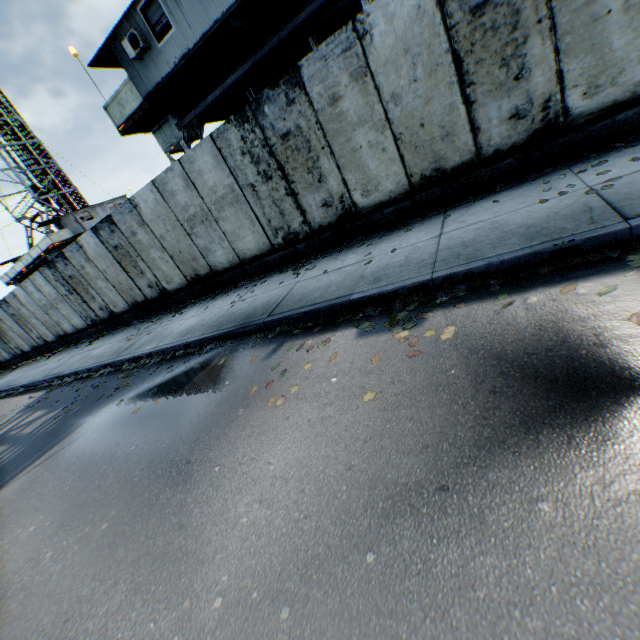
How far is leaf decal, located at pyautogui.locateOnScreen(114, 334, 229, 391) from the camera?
6.3m

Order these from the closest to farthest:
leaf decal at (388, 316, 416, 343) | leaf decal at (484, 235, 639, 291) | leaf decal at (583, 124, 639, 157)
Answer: leaf decal at (484, 235, 639, 291) → leaf decal at (388, 316, 416, 343) → leaf decal at (583, 124, 639, 157)

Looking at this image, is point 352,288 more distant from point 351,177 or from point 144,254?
point 144,254

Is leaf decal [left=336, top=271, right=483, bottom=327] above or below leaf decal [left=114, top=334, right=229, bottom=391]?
below

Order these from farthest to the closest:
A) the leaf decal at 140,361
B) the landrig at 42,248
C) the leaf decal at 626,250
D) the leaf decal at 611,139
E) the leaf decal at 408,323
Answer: the landrig at 42,248 → the leaf decal at 140,361 → the leaf decal at 611,139 → the leaf decal at 408,323 → the leaf decal at 626,250

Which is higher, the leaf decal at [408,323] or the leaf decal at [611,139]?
the leaf decal at [611,139]

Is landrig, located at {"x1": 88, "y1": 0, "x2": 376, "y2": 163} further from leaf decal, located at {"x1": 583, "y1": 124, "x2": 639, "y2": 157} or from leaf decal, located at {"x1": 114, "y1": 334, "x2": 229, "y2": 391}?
leaf decal, located at {"x1": 114, "y1": 334, "x2": 229, "y2": 391}

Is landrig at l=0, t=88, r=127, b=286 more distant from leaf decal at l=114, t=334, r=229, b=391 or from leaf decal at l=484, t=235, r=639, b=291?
leaf decal at l=484, t=235, r=639, b=291
